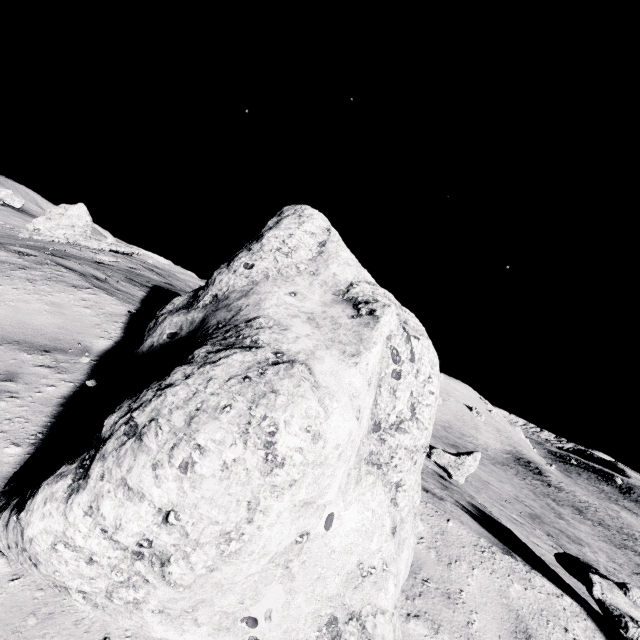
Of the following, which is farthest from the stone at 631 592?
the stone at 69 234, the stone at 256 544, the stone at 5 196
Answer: the stone at 5 196

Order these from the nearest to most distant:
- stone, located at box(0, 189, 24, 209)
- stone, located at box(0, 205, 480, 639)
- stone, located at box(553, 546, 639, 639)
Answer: stone, located at box(0, 205, 480, 639), stone, located at box(553, 546, 639, 639), stone, located at box(0, 189, 24, 209)

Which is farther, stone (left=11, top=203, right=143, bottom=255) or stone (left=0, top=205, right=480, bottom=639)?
stone (left=11, top=203, right=143, bottom=255)

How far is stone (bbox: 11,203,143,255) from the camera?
18.27m

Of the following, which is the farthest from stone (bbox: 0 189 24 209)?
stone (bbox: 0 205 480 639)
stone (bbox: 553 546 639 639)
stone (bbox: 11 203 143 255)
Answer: stone (bbox: 553 546 639 639)

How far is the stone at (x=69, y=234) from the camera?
18.27m

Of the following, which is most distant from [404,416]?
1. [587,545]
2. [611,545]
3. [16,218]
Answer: [611,545]

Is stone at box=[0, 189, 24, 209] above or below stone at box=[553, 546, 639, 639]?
above
